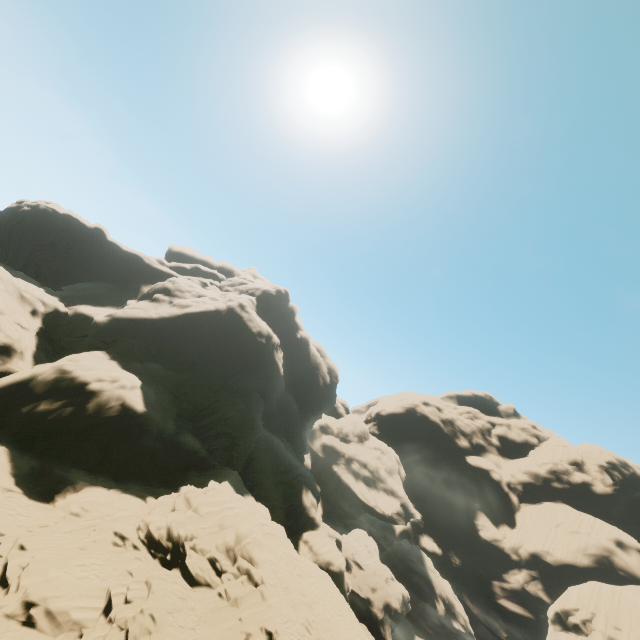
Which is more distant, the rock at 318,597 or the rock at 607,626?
the rock at 607,626

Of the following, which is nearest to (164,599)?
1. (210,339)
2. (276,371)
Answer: (210,339)

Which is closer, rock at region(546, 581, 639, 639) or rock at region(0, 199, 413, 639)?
rock at region(0, 199, 413, 639)
